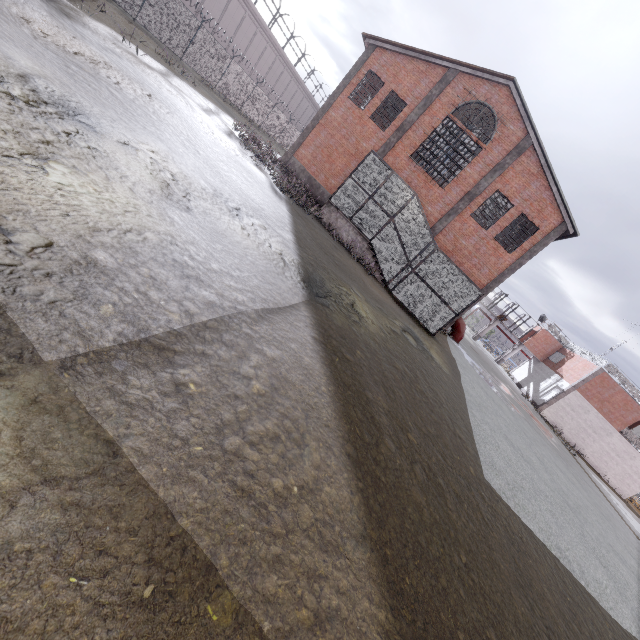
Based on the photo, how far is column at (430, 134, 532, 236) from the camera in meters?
18.3

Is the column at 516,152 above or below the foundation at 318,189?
above

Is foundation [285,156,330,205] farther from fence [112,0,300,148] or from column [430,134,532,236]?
fence [112,0,300,148]

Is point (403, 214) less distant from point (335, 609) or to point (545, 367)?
point (335, 609)

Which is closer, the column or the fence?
the column

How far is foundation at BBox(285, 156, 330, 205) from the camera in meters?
22.2 m

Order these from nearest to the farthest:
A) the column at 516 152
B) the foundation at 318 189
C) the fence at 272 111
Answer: the column at 516 152, the fence at 272 111, the foundation at 318 189

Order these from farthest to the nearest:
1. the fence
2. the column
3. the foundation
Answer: the foundation
the fence
the column
